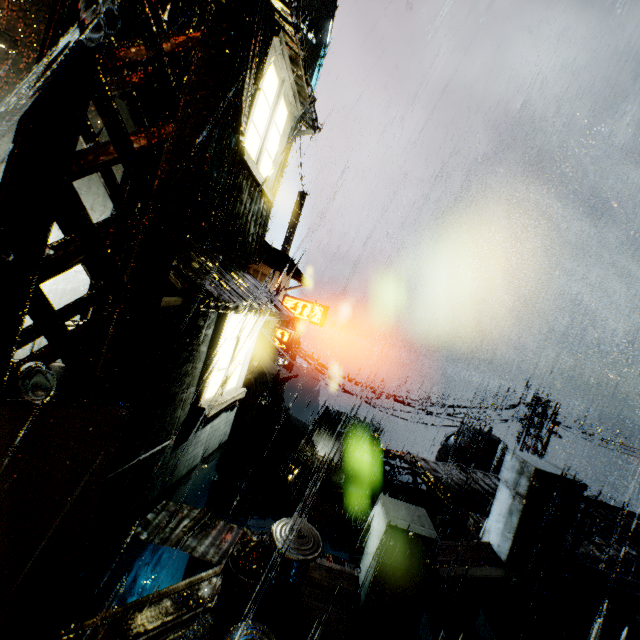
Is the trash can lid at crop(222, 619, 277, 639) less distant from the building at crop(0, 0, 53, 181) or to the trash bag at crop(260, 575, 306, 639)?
the trash bag at crop(260, 575, 306, 639)

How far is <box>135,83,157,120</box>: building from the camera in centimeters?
402cm

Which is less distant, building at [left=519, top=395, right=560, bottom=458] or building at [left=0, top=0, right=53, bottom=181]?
building at [left=0, top=0, right=53, bottom=181]

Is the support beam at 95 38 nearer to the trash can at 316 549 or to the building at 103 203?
the building at 103 203

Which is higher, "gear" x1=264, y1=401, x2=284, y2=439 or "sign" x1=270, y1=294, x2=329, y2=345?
"sign" x1=270, y1=294, x2=329, y2=345

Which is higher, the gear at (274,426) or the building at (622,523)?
the building at (622,523)

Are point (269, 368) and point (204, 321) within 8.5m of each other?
no

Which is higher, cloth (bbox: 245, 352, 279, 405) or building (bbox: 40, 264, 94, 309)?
building (bbox: 40, 264, 94, 309)
